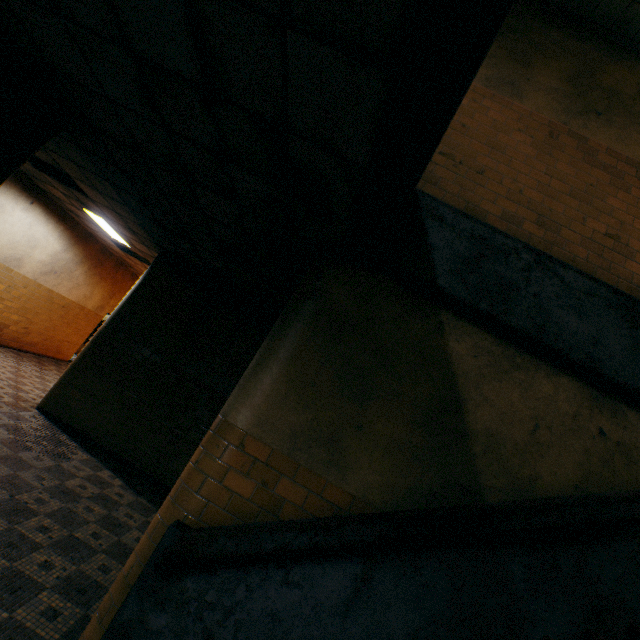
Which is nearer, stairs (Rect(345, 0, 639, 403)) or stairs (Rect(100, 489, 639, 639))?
stairs (Rect(345, 0, 639, 403))

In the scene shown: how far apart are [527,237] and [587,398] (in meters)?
1.75

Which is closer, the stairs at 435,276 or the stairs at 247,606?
the stairs at 435,276

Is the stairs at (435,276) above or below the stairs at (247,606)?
above

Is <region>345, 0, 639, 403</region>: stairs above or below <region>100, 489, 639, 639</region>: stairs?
above
